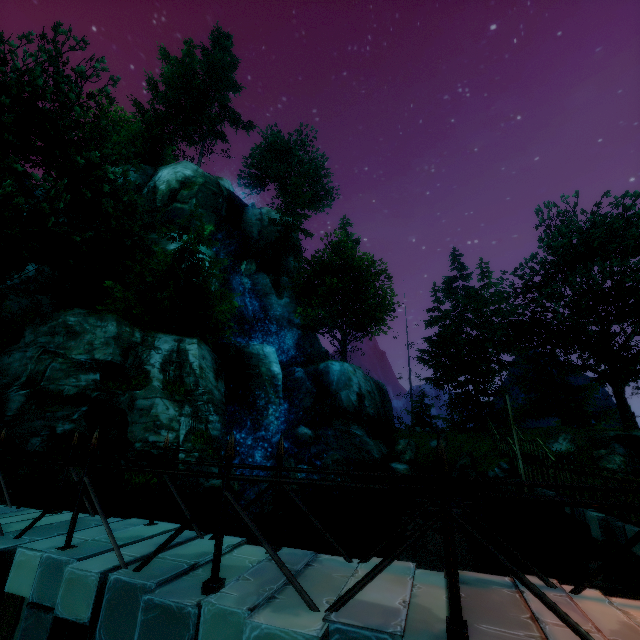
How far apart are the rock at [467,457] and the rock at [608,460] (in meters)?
6.80

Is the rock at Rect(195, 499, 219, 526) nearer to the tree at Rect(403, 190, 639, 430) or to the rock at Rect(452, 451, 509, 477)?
the rock at Rect(452, 451, 509, 477)

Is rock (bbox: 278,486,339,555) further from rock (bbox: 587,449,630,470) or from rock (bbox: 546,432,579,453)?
rock (bbox: 587,449,630,470)

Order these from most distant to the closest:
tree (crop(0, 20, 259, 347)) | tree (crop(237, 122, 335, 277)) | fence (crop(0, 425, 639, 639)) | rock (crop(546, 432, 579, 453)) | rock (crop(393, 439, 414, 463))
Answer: tree (crop(237, 122, 335, 277)) → rock (crop(393, 439, 414, 463)) → rock (crop(546, 432, 579, 453)) → tree (crop(0, 20, 259, 347)) → fence (crop(0, 425, 639, 639))

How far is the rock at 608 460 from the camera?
19.8 meters

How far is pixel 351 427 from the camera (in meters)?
27.03

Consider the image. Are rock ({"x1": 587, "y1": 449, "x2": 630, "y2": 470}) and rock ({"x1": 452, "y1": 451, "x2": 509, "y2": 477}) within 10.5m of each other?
yes

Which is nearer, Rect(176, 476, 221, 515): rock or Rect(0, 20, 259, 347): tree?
Rect(176, 476, 221, 515): rock
